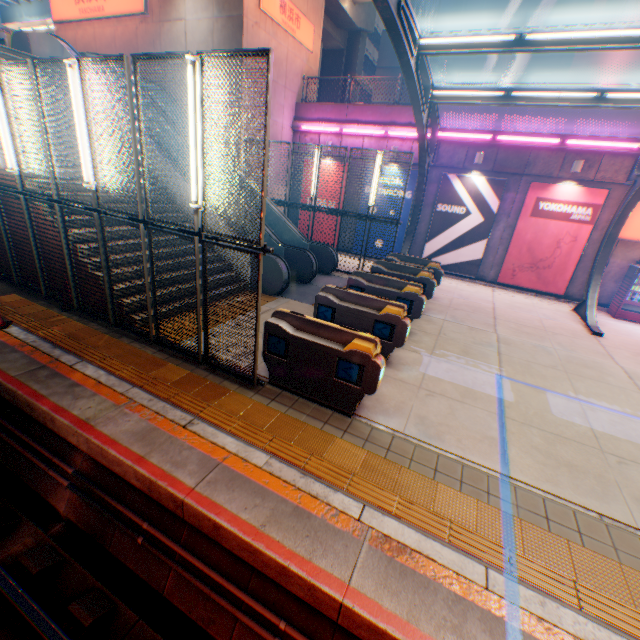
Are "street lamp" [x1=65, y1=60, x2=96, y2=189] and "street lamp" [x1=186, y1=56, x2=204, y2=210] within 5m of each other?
yes

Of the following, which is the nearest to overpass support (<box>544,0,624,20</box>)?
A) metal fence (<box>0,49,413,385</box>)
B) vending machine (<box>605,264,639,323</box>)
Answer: metal fence (<box>0,49,413,385</box>)

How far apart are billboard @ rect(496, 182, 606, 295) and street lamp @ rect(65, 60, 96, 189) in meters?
14.8

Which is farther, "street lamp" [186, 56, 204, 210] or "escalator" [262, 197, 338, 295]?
"escalator" [262, 197, 338, 295]

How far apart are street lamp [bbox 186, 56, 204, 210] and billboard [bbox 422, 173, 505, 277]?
12.67m

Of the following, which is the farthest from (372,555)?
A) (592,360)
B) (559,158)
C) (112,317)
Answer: (559,158)

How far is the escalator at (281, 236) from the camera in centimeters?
998cm

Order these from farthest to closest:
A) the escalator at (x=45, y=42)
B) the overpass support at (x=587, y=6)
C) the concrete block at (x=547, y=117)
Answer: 1. the overpass support at (x=587, y=6)
2. the concrete block at (x=547, y=117)
3. the escalator at (x=45, y=42)
